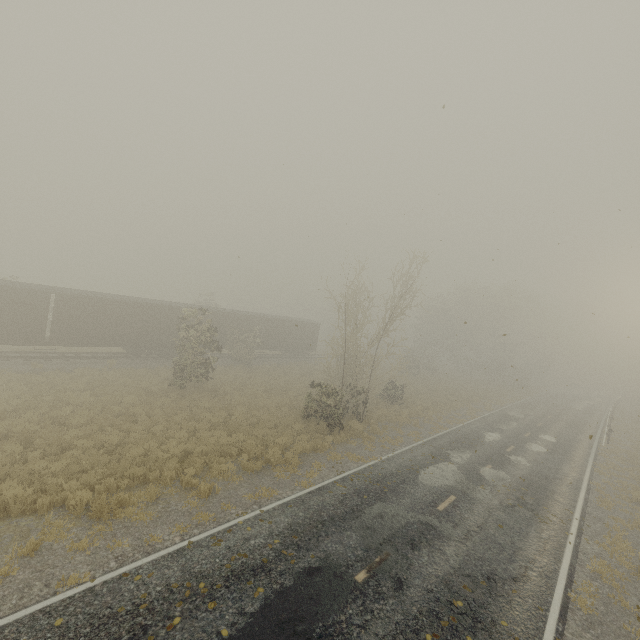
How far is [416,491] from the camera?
12.72m
